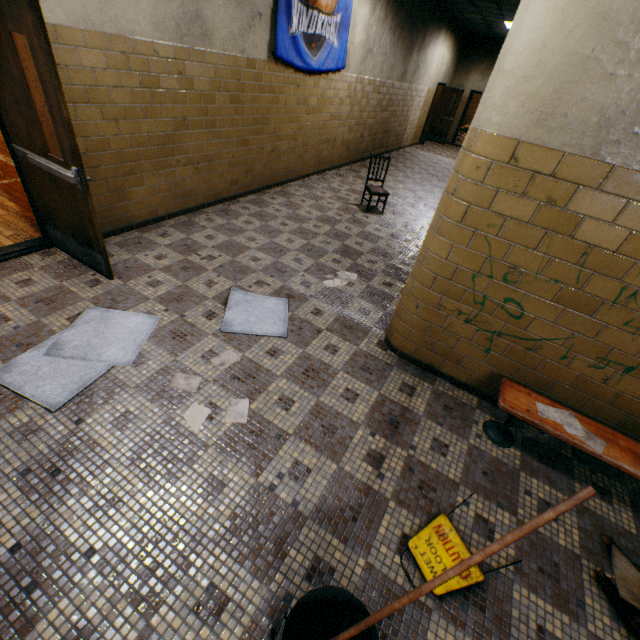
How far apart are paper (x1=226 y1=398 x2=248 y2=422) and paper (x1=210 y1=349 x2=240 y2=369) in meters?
0.4 m

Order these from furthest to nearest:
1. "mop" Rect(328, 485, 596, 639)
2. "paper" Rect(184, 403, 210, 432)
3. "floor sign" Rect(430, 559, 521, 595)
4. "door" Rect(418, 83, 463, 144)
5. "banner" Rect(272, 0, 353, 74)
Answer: "door" Rect(418, 83, 463, 144), "banner" Rect(272, 0, 353, 74), "paper" Rect(184, 403, 210, 432), "floor sign" Rect(430, 559, 521, 595), "mop" Rect(328, 485, 596, 639)

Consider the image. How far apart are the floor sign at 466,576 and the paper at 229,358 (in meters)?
1.84

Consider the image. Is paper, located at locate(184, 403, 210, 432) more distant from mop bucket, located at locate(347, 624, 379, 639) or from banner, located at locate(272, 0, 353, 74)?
banner, located at locate(272, 0, 353, 74)

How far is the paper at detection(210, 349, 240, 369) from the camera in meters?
2.8 m

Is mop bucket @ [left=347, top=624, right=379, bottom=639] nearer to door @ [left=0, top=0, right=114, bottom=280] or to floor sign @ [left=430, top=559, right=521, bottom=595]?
floor sign @ [left=430, top=559, right=521, bottom=595]

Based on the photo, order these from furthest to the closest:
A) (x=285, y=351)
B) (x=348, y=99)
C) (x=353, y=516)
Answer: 1. (x=348, y=99)
2. (x=285, y=351)
3. (x=353, y=516)

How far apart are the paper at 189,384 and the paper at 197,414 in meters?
0.2 m
